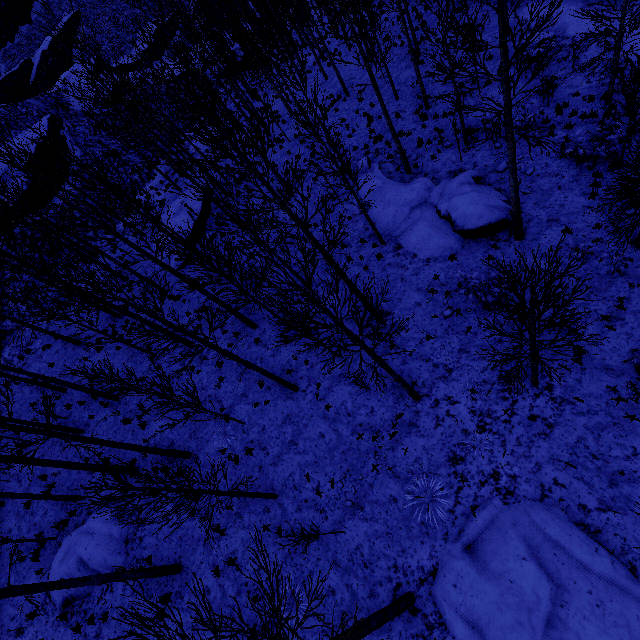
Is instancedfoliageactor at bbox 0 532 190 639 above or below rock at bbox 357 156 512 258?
above

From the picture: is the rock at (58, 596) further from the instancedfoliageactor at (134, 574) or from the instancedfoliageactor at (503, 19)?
the instancedfoliageactor at (503, 19)

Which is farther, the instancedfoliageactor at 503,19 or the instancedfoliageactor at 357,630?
the instancedfoliageactor at 503,19

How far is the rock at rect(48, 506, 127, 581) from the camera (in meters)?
11.83

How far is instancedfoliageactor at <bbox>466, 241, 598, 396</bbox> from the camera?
5.2m

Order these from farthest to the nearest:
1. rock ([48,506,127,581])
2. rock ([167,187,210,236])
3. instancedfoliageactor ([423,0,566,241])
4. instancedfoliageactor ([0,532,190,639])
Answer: rock ([167,187,210,236]), rock ([48,506,127,581]), instancedfoliageactor ([423,0,566,241]), instancedfoliageactor ([0,532,190,639])

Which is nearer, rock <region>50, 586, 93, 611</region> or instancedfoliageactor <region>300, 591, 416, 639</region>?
instancedfoliageactor <region>300, 591, 416, 639</region>

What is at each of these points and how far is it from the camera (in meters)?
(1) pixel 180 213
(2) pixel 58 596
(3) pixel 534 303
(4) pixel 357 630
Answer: (1) rock, 20.09
(2) rock, 11.96
(3) instancedfoliageactor, 5.95
(4) instancedfoliageactor, 5.88
